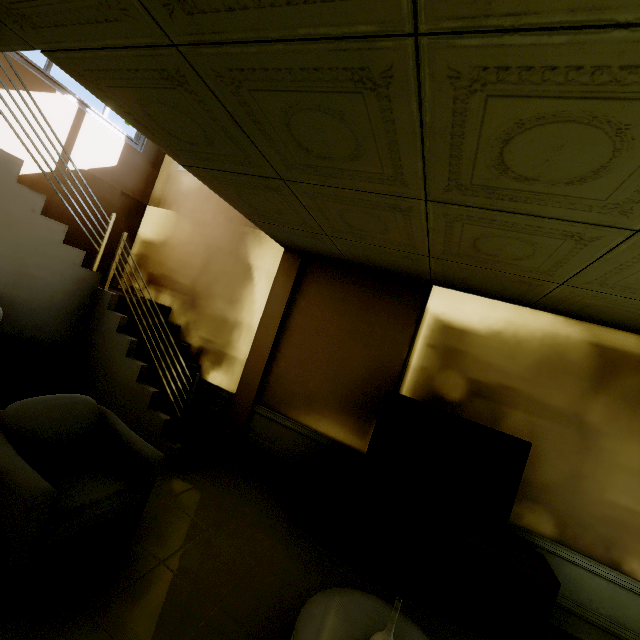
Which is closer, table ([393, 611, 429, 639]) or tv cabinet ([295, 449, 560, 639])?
table ([393, 611, 429, 639])

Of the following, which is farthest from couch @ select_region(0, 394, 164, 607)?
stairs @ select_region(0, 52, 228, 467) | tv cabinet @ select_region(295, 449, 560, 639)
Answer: tv cabinet @ select_region(295, 449, 560, 639)

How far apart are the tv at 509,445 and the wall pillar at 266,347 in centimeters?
169cm

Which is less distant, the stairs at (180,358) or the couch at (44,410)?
the couch at (44,410)

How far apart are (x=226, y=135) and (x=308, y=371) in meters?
2.8

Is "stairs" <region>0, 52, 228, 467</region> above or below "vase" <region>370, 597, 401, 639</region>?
below

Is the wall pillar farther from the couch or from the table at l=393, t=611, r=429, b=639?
the table at l=393, t=611, r=429, b=639

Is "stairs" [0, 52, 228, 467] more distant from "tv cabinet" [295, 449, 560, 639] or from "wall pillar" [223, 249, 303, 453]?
"tv cabinet" [295, 449, 560, 639]
